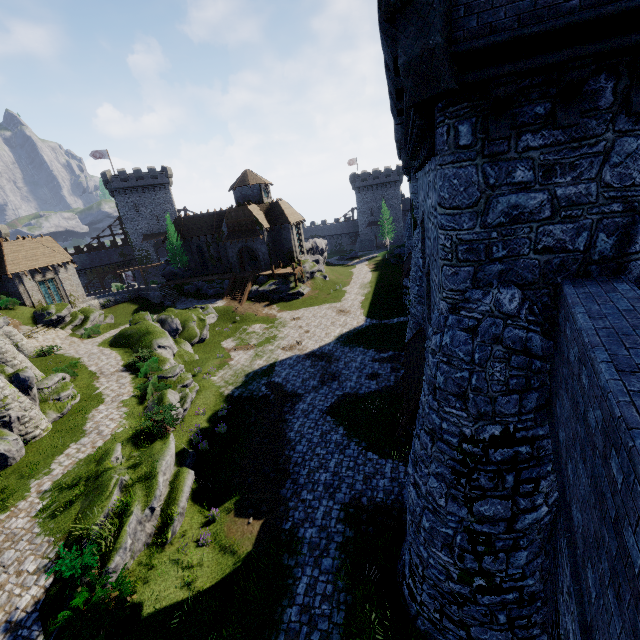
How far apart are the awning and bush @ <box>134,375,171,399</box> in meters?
15.4

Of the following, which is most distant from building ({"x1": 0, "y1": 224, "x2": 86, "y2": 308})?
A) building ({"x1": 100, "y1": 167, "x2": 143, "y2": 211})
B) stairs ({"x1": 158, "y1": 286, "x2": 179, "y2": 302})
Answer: building ({"x1": 100, "y1": 167, "x2": 143, "y2": 211})

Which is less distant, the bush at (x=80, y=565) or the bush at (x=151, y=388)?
the bush at (x=80, y=565)

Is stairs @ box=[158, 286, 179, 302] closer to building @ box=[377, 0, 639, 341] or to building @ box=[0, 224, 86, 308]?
building @ box=[0, 224, 86, 308]

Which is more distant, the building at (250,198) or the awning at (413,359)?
the building at (250,198)

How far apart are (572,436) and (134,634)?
13.4m

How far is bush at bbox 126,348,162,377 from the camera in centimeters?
2381cm

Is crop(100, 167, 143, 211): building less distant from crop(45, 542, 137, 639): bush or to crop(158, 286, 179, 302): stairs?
crop(158, 286, 179, 302): stairs
